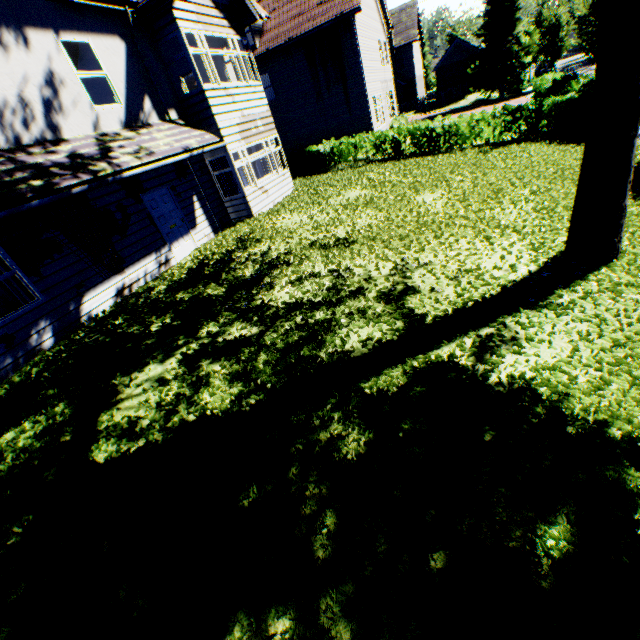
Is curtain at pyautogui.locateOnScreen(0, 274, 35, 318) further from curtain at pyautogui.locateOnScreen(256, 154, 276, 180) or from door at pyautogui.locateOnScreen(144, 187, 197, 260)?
curtain at pyautogui.locateOnScreen(256, 154, 276, 180)

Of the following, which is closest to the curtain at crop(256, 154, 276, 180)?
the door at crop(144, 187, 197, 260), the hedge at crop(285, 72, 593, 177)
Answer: the door at crop(144, 187, 197, 260)

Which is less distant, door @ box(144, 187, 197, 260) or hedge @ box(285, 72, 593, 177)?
door @ box(144, 187, 197, 260)

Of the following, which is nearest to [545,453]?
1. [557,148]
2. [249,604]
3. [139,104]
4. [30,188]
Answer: [249,604]

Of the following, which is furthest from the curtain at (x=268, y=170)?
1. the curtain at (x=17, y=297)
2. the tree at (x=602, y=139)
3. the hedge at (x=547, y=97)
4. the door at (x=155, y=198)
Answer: the tree at (x=602, y=139)

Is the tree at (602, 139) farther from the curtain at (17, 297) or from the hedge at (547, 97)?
the curtain at (17, 297)

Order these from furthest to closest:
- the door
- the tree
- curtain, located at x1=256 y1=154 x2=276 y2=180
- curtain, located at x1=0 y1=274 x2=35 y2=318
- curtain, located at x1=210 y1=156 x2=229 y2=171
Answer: curtain, located at x1=256 y1=154 x2=276 y2=180, curtain, located at x1=210 y1=156 x2=229 y2=171, the door, curtain, located at x1=0 y1=274 x2=35 y2=318, the tree

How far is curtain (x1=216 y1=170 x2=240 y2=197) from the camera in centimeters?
1252cm
